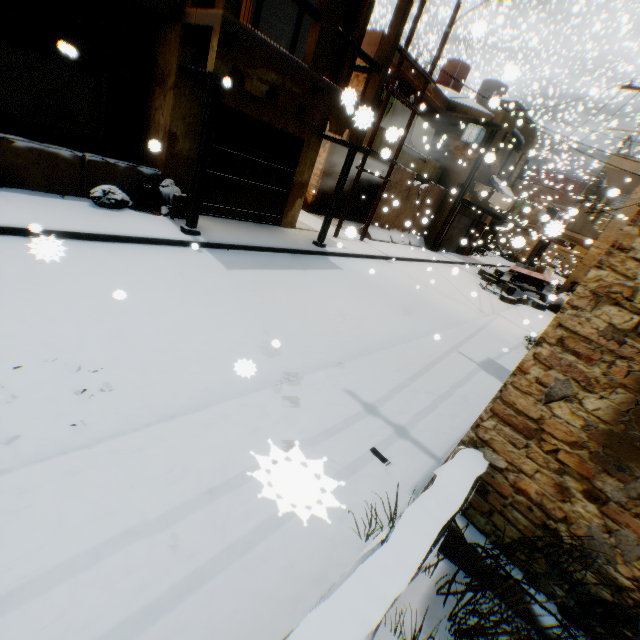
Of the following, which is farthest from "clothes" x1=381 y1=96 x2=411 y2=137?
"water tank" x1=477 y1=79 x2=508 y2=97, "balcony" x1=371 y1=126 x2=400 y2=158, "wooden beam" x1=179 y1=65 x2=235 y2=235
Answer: "water tank" x1=477 y1=79 x2=508 y2=97

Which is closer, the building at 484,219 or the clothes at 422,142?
the clothes at 422,142

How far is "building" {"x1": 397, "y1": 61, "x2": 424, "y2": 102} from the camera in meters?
14.0

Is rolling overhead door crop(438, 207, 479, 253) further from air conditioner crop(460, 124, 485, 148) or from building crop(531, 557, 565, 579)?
air conditioner crop(460, 124, 485, 148)

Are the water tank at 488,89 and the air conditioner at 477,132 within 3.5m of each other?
no

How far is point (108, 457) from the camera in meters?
2.5

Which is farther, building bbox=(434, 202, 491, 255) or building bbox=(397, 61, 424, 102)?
building bbox=(434, 202, 491, 255)
